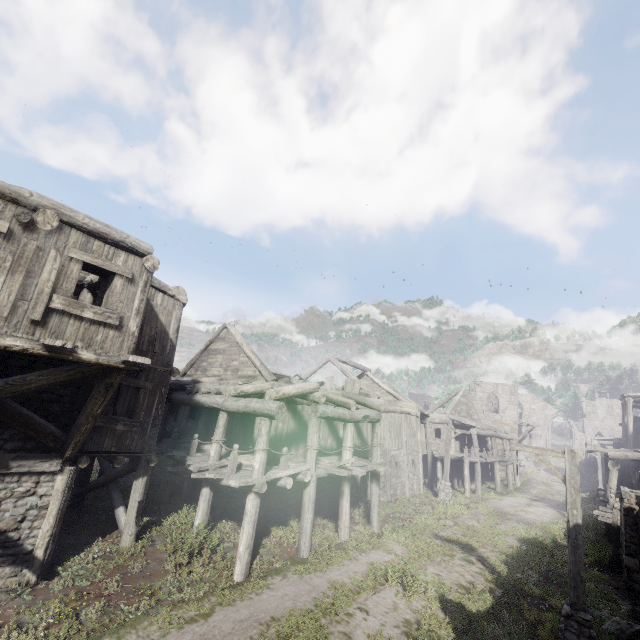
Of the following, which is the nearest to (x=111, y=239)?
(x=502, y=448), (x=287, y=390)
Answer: (x=287, y=390)

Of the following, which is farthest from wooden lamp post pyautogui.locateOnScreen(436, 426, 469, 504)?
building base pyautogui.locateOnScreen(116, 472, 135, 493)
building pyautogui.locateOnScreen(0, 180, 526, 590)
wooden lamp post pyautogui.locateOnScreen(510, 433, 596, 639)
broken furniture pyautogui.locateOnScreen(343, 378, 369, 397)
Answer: wooden lamp post pyautogui.locateOnScreen(510, 433, 596, 639)

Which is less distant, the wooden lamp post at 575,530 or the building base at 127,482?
the wooden lamp post at 575,530

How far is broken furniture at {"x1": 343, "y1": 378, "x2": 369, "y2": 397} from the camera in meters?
18.4

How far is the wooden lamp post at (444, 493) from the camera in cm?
2088

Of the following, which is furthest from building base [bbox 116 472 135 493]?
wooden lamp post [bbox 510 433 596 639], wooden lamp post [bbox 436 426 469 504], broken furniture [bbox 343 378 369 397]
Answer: wooden lamp post [bbox 510 433 596 639]

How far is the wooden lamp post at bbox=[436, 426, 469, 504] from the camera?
20.9m

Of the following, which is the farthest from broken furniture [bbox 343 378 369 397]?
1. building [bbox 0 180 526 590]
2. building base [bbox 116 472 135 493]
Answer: building base [bbox 116 472 135 493]
